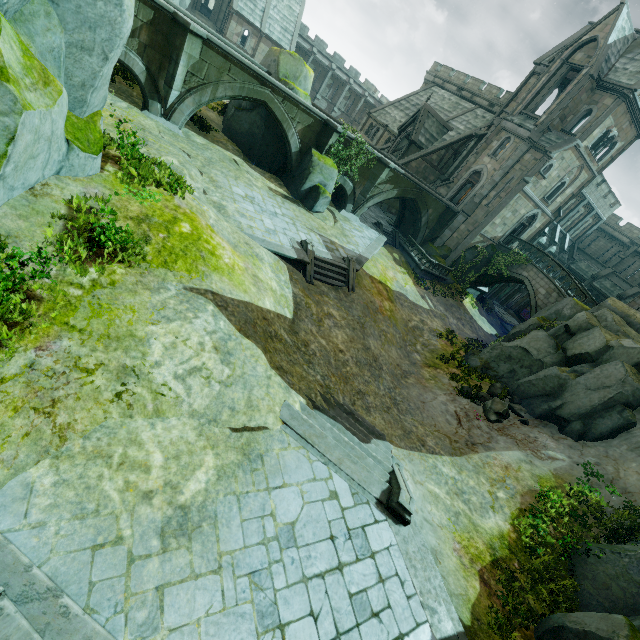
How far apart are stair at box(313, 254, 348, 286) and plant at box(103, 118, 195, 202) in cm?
807

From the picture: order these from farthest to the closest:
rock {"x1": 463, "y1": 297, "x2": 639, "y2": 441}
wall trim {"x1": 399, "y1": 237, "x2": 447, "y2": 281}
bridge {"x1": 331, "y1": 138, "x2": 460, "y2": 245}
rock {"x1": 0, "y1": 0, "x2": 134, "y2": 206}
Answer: wall trim {"x1": 399, "y1": 237, "x2": 447, "y2": 281} < bridge {"x1": 331, "y1": 138, "x2": 460, "y2": 245} < rock {"x1": 463, "y1": 297, "x2": 639, "y2": 441} < rock {"x1": 0, "y1": 0, "x2": 134, "y2": 206}

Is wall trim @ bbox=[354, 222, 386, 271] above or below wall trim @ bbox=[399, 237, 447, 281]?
above

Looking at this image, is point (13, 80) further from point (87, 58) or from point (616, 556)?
point (616, 556)

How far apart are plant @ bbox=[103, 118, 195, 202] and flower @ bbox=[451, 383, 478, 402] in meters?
16.4

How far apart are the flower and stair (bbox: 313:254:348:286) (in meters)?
7.94

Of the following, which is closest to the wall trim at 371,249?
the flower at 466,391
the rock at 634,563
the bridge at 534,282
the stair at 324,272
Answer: the stair at 324,272

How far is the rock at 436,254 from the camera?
30.4m
